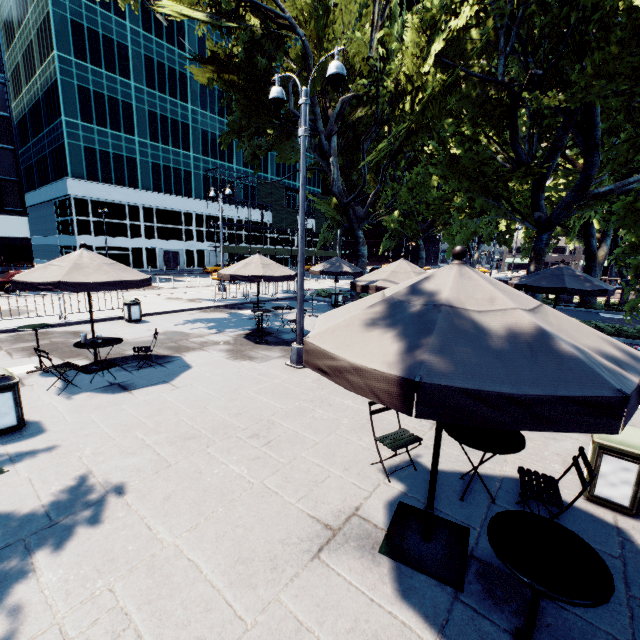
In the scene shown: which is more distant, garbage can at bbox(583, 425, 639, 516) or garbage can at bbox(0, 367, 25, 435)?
garbage can at bbox(0, 367, 25, 435)

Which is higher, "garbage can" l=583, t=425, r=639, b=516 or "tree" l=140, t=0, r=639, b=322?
"tree" l=140, t=0, r=639, b=322

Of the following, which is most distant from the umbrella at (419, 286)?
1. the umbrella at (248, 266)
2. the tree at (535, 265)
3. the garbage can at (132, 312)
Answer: the garbage can at (132, 312)

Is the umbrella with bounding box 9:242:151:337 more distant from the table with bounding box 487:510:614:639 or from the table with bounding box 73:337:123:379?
the table with bounding box 487:510:614:639

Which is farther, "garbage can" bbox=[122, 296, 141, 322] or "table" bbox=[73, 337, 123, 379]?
"garbage can" bbox=[122, 296, 141, 322]

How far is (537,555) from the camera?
2.1 meters

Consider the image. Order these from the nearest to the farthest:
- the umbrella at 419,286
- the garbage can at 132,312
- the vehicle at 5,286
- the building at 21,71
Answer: the umbrella at 419,286, the garbage can at 132,312, the vehicle at 5,286, the building at 21,71

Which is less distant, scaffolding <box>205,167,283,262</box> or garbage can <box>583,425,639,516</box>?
garbage can <box>583,425,639,516</box>
